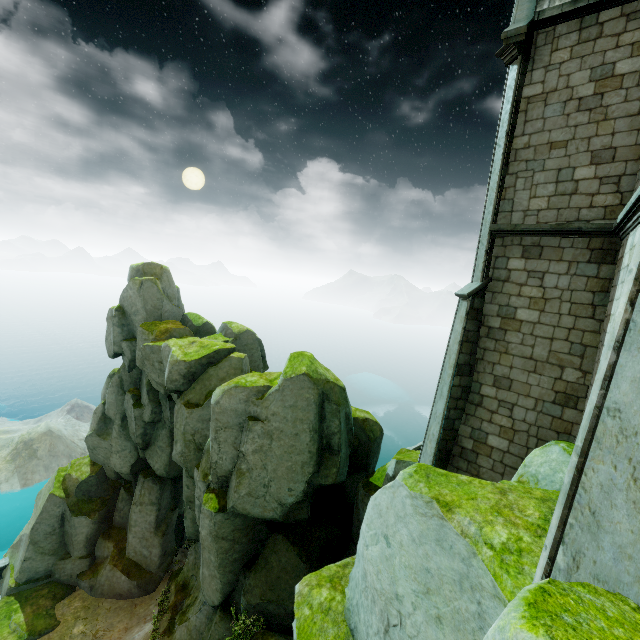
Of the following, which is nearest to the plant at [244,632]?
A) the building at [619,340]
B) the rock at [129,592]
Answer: the rock at [129,592]

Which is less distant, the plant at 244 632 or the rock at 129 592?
the rock at 129 592

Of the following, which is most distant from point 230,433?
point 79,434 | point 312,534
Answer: point 79,434

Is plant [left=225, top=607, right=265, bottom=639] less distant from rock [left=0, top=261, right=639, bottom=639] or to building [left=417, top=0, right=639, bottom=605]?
rock [left=0, top=261, right=639, bottom=639]

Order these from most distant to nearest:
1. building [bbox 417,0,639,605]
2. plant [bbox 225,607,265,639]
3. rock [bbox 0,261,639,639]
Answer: plant [bbox 225,607,265,639], rock [bbox 0,261,639,639], building [bbox 417,0,639,605]

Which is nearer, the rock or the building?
the building

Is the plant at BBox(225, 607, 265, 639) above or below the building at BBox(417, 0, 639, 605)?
below
